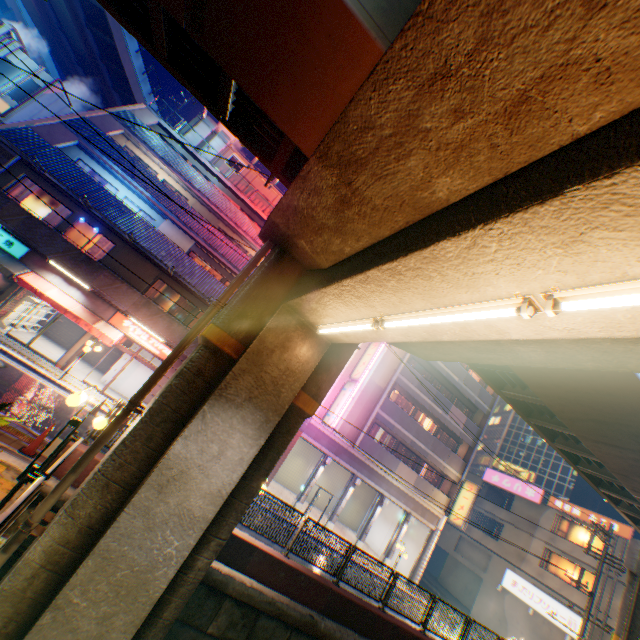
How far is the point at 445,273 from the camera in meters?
3.3 m

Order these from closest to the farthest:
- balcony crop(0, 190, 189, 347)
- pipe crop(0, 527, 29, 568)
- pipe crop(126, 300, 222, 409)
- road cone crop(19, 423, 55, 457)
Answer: pipe crop(0, 527, 29, 568) → pipe crop(126, 300, 222, 409) → road cone crop(19, 423, 55, 457) → balcony crop(0, 190, 189, 347)

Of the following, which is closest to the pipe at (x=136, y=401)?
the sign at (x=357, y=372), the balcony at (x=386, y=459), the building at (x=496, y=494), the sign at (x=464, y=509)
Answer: the sign at (x=357, y=372)

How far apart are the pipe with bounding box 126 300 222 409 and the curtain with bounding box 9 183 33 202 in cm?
1693

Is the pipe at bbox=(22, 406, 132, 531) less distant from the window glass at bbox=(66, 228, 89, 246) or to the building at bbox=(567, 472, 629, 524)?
the window glass at bbox=(66, 228, 89, 246)

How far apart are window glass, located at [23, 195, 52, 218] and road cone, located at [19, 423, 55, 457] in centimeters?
1394cm

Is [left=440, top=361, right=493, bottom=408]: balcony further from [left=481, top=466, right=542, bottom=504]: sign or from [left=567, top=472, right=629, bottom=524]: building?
[left=567, top=472, right=629, bottom=524]: building

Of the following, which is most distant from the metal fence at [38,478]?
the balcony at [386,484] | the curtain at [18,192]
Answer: the balcony at [386,484]
